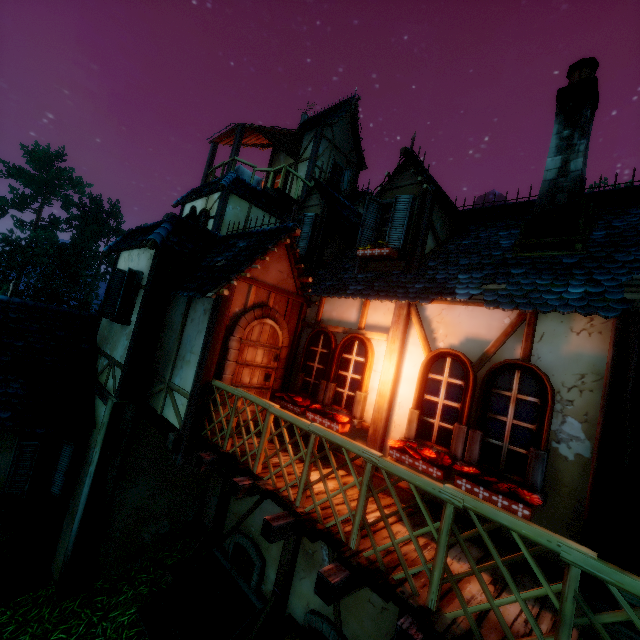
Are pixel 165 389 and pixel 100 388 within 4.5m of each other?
yes

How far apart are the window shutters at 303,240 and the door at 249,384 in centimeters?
251cm

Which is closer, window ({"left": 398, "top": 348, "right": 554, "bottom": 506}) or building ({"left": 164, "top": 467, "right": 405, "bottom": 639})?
window ({"left": 398, "top": 348, "right": 554, "bottom": 506})

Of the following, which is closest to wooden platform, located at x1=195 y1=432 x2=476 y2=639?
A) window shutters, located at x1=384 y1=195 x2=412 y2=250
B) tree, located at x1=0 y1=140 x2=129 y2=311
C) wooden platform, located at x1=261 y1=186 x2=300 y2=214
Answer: window shutters, located at x1=384 y1=195 x2=412 y2=250

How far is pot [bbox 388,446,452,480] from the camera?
4.0m

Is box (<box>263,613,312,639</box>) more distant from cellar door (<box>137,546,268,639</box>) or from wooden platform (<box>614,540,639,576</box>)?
wooden platform (<box>614,540,639,576</box>)

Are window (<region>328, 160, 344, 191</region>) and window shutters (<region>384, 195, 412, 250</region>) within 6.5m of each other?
no

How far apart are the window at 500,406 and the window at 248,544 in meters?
4.4
